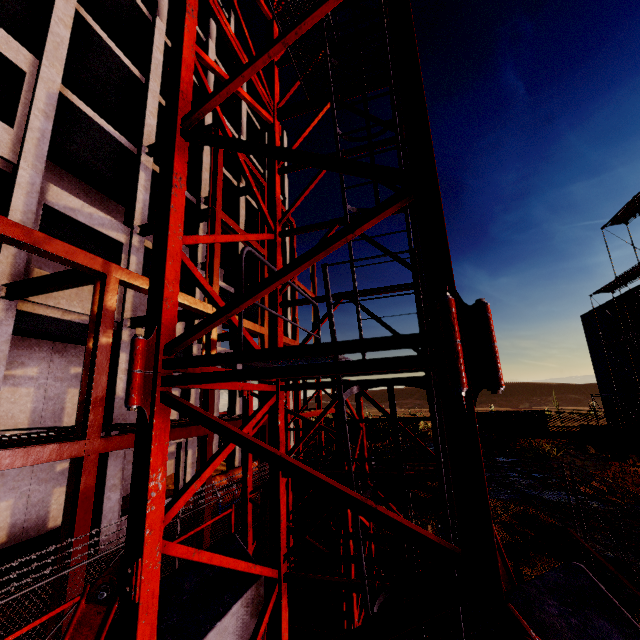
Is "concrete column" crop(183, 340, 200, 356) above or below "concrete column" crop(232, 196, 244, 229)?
below

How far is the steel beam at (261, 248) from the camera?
14.8 meters

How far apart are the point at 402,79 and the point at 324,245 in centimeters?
146cm

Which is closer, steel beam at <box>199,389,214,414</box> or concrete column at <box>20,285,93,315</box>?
concrete column at <box>20,285,93,315</box>

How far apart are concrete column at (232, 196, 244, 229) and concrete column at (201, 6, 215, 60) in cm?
318

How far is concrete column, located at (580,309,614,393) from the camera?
29.19m

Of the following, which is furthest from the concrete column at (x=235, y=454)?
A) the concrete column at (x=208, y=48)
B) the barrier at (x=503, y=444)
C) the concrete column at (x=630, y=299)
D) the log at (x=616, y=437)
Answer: the concrete column at (x=630, y=299)
